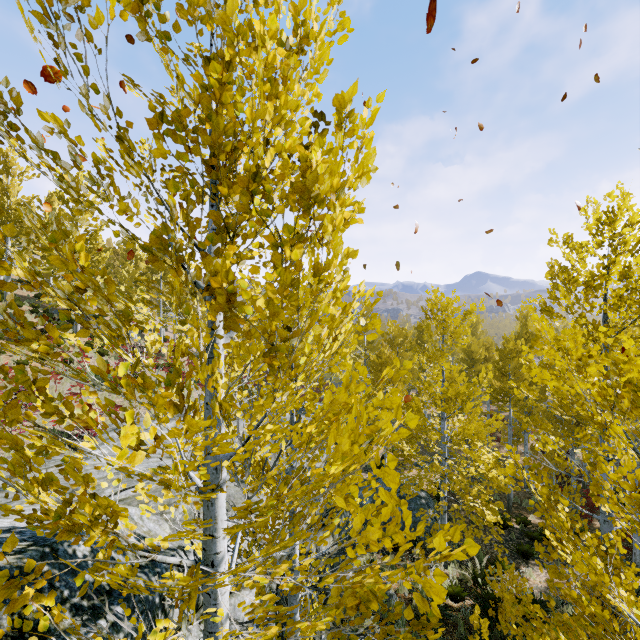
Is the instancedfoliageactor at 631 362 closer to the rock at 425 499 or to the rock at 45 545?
the rock at 45 545

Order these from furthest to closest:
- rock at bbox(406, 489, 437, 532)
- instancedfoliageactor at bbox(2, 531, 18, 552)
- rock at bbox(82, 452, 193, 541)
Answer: rock at bbox(406, 489, 437, 532) < rock at bbox(82, 452, 193, 541) < instancedfoliageactor at bbox(2, 531, 18, 552)

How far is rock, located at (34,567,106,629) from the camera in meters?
3.4 m

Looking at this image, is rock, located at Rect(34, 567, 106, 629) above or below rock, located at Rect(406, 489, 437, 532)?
above

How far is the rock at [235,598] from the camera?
5.9m

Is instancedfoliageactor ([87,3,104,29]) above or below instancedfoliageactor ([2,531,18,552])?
above

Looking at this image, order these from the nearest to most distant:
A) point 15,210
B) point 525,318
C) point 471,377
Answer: point 525,318, point 471,377, point 15,210
